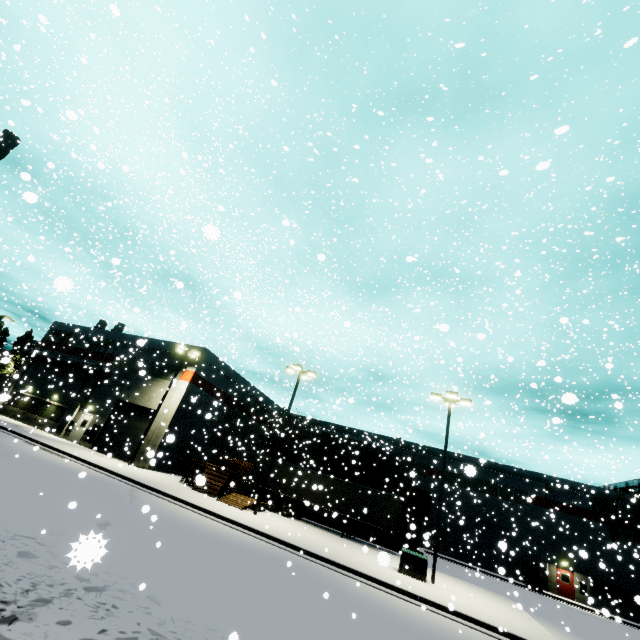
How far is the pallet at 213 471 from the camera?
20.7 meters

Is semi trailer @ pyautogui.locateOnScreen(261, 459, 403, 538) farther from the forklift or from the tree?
the forklift

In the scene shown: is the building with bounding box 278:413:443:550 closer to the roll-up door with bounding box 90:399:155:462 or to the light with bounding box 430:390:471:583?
the roll-up door with bounding box 90:399:155:462

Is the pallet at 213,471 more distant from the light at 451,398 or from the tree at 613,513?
the tree at 613,513

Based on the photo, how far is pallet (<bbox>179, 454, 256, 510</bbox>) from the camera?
20.73m

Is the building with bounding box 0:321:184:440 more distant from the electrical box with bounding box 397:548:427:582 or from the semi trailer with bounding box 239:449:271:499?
the electrical box with bounding box 397:548:427:582

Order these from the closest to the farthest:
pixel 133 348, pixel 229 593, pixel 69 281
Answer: pixel 69 281 → pixel 229 593 → pixel 133 348

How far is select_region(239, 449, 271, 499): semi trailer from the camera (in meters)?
27.71
